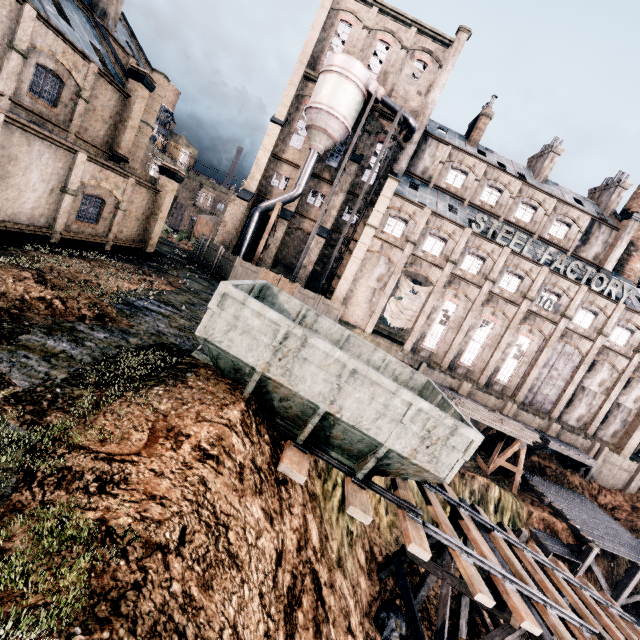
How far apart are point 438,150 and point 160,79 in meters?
30.1

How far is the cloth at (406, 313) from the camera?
33.49m

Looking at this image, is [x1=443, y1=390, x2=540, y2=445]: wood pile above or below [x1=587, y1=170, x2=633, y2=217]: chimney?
below

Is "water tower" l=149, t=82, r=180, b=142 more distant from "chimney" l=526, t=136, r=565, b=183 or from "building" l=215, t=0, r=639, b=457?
"chimney" l=526, t=136, r=565, b=183

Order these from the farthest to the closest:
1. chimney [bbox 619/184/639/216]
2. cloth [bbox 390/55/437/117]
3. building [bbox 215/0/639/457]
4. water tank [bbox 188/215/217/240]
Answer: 1. water tank [bbox 188/215/217/240]
2. chimney [bbox 619/184/639/216]
3. cloth [bbox 390/55/437/117]
4. building [bbox 215/0/639/457]

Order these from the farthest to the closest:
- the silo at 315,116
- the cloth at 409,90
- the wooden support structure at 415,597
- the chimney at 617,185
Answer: the chimney at 617,185 < the cloth at 409,90 < the silo at 315,116 < the wooden support structure at 415,597

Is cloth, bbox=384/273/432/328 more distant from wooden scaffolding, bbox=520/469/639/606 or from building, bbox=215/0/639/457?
wooden scaffolding, bbox=520/469/639/606

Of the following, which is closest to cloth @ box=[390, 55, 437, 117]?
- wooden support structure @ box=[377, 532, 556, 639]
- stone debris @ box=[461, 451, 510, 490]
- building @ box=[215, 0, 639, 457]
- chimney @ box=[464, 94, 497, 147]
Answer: building @ box=[215, 0, 639, 457]
